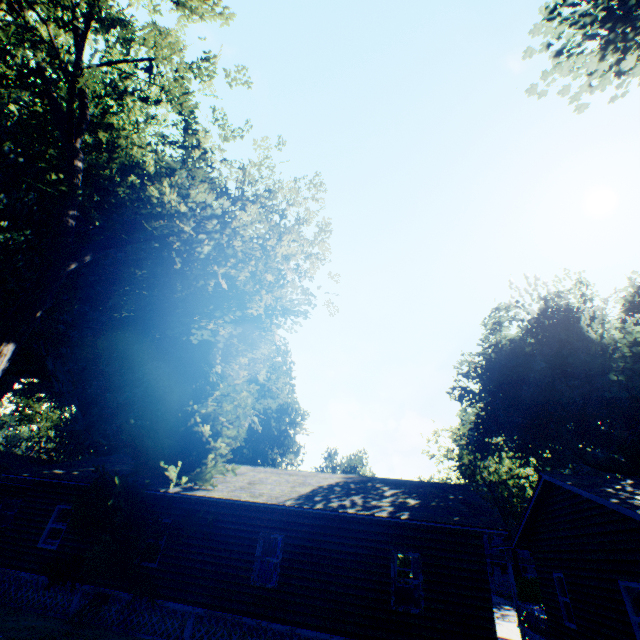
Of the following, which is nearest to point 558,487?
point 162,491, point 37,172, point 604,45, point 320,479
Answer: point 320,479

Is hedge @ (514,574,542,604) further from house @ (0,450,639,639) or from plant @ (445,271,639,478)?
house @ (0,450,639,639)

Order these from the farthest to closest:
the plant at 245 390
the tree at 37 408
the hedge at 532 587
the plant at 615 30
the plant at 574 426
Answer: the tree at 37 408 < the hedge at 532 587 < the plant at 574 426 < the plant at 245 390 < the plant at 615 30

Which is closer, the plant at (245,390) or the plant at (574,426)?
the plant at (245,390)

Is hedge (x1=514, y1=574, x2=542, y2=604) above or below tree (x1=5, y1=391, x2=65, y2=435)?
below

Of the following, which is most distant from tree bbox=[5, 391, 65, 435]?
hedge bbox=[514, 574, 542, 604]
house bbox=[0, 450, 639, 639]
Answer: hedge bbox=[514, 574, 542, 604]

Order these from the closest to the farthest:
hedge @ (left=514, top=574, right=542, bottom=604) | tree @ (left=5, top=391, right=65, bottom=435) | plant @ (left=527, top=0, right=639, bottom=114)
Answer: plant @ (left=527, top=0, right=639, bottom=114) → hedge @ (left=514, top=574, right=542, bottom=604) → tree @ (left=5, top=391, right=65, bottom=435)

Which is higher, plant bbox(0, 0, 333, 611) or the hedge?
plant bbox(0, 0, 333, 611)
